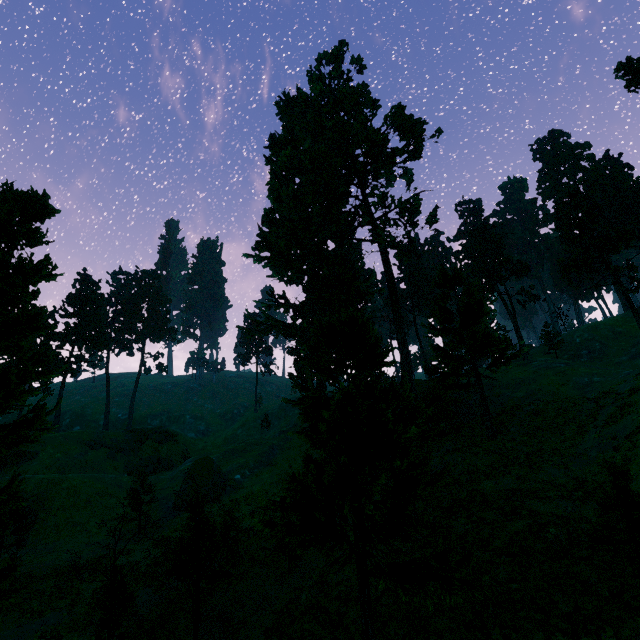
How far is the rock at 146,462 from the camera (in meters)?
50.81

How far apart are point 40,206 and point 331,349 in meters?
27.8 m

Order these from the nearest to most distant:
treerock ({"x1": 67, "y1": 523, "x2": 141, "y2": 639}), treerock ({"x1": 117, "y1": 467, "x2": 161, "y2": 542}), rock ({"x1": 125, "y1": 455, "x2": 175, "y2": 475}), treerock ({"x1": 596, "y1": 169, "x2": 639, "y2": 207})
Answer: treerock ({"x1": 117, "y1": 467, "x2": 161, "y2": 542})
treerock ({"x1": 67, "y1": 523, "x2": 141, "y2": 639})
rock ({"x1": 125, "y1": 455, "x2": 175, "y2": 475})
treerock ({"x1": 596, "y1": 169, "x2": 639, "y2": 207})

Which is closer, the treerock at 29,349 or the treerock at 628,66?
the treerock at 29,349

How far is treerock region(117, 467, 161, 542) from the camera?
12.1 meters

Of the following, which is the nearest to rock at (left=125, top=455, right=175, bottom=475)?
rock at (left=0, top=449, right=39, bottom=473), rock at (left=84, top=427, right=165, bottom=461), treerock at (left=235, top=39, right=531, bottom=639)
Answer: rock at (left=84, top=427, right=165, bottom=461)

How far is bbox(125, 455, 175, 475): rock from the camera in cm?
5081
